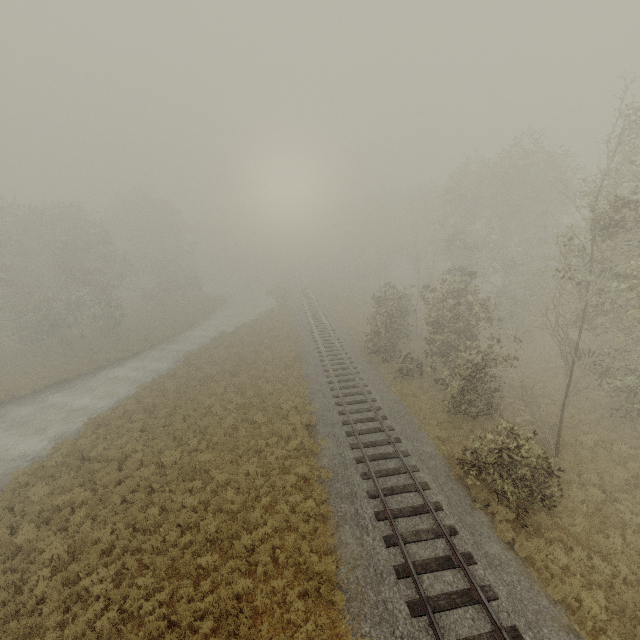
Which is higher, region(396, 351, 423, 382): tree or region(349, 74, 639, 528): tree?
region(349, 74, 639, 528): tree

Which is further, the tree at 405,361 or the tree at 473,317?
the tree at 405,361

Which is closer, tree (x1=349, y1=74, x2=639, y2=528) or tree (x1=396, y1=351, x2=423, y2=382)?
tree (x1=349, y1=74, x2=639, y2=528)

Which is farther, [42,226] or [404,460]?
[42,226]

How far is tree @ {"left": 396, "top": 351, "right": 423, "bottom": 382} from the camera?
22.05m

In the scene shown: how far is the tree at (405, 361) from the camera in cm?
2205
